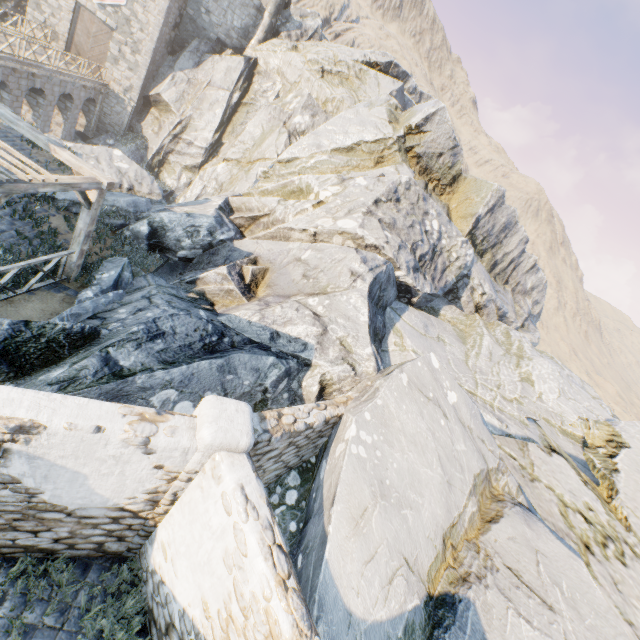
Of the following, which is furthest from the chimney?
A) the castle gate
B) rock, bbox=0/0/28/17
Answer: the castle gate

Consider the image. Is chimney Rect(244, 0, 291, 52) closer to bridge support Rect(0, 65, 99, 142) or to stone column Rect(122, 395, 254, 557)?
bridge support Rect(0, 65, 99, 142)

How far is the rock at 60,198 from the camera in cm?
1082

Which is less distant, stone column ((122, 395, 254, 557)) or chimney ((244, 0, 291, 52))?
stone column ((122, 395, 254, 557))

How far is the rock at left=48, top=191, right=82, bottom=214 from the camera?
10.82m

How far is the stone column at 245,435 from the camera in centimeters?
389cm

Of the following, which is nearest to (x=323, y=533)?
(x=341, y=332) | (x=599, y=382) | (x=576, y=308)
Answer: (x=341, y=332)
